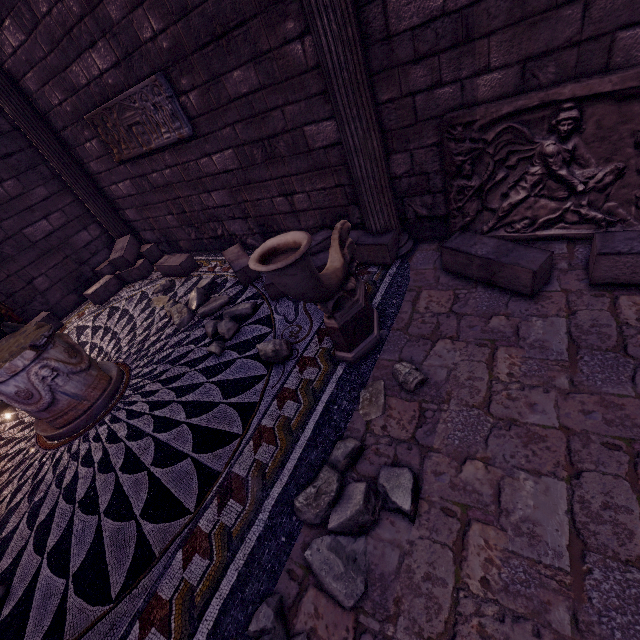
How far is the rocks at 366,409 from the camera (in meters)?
2.37

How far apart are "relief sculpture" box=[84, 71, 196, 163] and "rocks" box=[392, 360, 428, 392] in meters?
3.8 m

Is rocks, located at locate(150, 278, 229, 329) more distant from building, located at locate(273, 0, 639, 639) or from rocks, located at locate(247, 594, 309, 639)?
rocks, located at locate(247, 594, 309, 639)

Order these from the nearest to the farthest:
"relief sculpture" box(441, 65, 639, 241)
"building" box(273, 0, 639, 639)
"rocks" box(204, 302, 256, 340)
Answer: "building" box(273, 0, 639, 639) < "relief sculpture" box(441, 65, 639, 241) < "rocks" box(204, 302, 256, 340)

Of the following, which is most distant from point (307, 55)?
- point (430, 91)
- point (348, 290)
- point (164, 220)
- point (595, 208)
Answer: point (164, 220)

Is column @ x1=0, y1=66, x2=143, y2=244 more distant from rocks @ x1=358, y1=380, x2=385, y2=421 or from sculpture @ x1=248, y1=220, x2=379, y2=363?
rocks @ x1=358, y1=380, x2=385, y2=421

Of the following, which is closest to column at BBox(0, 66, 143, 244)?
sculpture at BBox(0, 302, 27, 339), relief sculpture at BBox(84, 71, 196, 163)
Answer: relief sculpture at BBox(84, 71, 196, 163)

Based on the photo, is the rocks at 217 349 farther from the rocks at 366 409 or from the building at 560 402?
the rocks at 366 409
